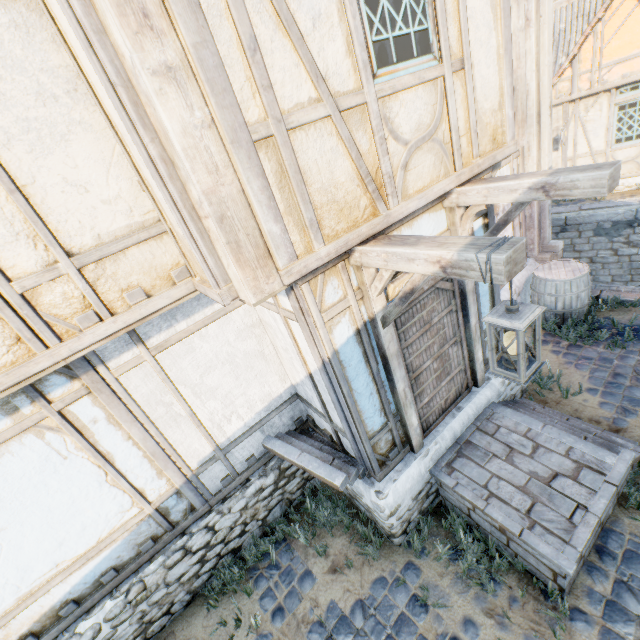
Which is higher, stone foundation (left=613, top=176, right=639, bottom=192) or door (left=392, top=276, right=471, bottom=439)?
door (left=392, top=276, right=471, bottom=439)

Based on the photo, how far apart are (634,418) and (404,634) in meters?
4.4

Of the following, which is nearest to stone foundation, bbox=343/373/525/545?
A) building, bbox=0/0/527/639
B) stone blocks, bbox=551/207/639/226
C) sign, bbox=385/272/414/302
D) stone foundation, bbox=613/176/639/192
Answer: building, bbox=0/0/527/639

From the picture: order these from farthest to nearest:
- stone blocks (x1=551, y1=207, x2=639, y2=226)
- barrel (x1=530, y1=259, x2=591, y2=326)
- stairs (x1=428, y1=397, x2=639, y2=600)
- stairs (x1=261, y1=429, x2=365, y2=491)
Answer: stone blocks (x1=551, y1=207, x2=639, y2=226) → barrel (x1=530, y1=259, x2=591, y2=326) → stairs (x1=261, y1=429, x2=365, y2=491) → stairs (x1=428, y1=397, x2=639, y2=600)

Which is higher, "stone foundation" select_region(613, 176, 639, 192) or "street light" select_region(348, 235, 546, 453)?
"street light" select_region(348, 235, 546, 453)

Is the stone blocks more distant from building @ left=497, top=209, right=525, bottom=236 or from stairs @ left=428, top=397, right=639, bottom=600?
building @ left=497, top=209, right=525, bottom=236

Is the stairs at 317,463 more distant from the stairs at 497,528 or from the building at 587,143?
the building at 587,143

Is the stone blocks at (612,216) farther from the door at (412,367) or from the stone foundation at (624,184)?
the door at (412,367)
